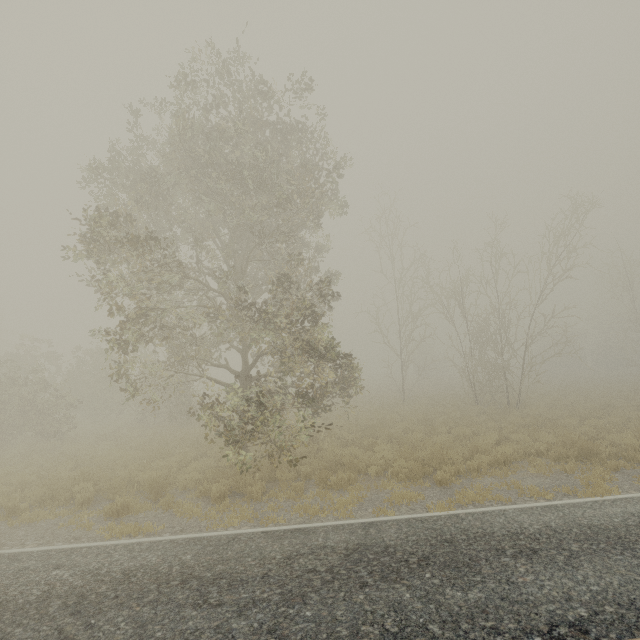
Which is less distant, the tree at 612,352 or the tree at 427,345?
the tree at 427,345

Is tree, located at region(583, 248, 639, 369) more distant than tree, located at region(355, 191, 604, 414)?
Yes

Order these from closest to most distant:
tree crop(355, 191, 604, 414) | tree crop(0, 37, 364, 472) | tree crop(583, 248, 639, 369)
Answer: →
1. tree crop(0, 37, 364, 472)
2. tree crop(355, 191, 604, 414)
3. tree crop(583, 248, 639, 369)

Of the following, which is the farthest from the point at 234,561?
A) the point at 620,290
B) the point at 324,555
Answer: the point at 620,290

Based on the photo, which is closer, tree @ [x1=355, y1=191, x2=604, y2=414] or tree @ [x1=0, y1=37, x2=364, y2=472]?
tree @ [x1=0, y1=37, x2=364, y2=472]

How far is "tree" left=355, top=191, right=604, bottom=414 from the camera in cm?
1838
